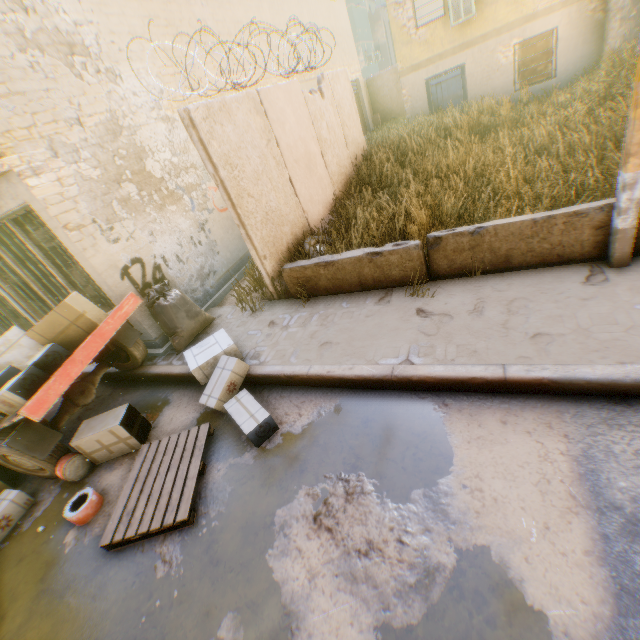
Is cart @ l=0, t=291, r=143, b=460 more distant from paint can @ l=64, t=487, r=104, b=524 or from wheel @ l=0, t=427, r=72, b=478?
paint can @ l=64, t=487, r=104, b=524

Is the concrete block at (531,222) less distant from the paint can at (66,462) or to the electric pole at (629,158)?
the electric pole at (629,158)

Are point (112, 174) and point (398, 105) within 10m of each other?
no

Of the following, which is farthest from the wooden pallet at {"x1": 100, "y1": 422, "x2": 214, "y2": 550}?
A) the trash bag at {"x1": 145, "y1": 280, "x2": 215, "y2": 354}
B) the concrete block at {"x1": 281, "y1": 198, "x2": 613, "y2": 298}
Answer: the trash bag at {"x1": 145, "y1": 280, "x2": 215, "y2": 354}

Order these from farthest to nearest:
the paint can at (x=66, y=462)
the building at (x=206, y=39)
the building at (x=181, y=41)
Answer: the building at (x=206, y=39) < the building at (x=181, y=41) < the paint can at (x=66, y=462)

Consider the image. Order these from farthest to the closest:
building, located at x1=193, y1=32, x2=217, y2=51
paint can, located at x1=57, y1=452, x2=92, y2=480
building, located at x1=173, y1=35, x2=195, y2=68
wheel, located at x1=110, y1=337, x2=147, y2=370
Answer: building, located at x1=193, y1=32, x2=217, y2=51, building, located at x1=173, y1=35, x2=195, y2=68, wheel, located at x1=110, y1=337, x2=147, y2=370, paint can, located at x1=57, y1=452, x2=92, y2=480

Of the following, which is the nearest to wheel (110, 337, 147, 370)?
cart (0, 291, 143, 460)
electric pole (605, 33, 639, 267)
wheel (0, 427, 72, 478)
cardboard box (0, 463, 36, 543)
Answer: cart (0, 291, 143, 460)

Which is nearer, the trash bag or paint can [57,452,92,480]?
paint can [57,452,92,480]
